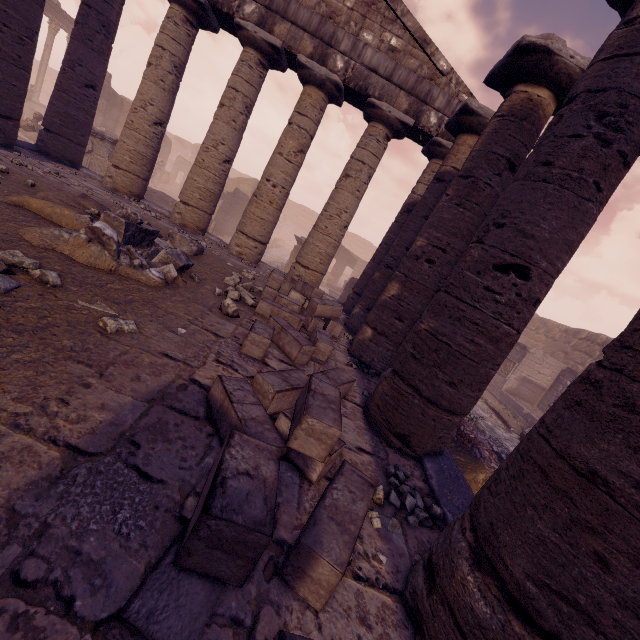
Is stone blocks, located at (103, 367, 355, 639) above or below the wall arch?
below

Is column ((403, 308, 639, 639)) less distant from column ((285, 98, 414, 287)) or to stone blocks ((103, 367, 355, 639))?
stone blocks ((103, 367, 355, 639))

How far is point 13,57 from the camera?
7.0 meters

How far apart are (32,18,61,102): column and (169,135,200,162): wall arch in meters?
16.6

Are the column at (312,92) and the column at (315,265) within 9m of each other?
yes

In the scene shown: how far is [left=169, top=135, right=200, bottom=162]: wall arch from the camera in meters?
40.3

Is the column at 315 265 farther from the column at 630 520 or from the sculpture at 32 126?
the sculpture at 32 126

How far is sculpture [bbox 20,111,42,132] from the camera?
14.11m
